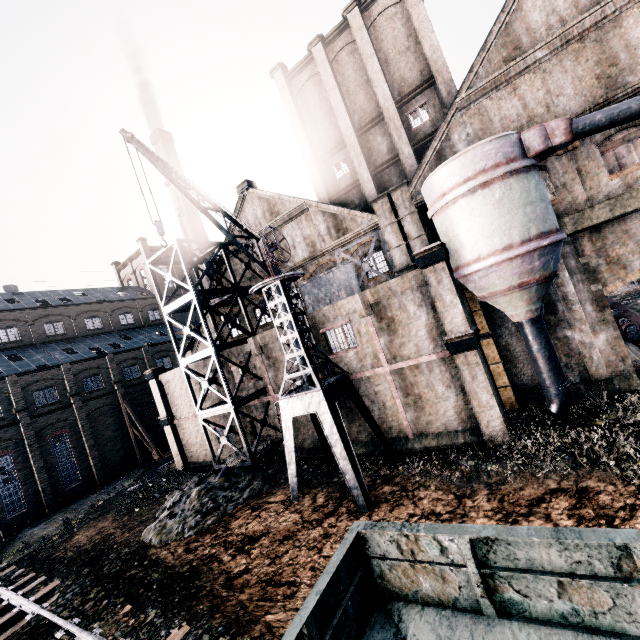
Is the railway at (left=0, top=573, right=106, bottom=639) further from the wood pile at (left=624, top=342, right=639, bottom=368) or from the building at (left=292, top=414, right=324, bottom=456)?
the wood pile at (left=624, top=342, right=639, bottom=368)

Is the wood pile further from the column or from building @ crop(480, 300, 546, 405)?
the column

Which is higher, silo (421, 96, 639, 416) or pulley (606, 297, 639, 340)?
silo (421, 96, 639, 416)

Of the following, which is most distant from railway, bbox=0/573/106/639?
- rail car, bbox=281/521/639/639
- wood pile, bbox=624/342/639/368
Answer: wood pile, bbox=624/342/639/368

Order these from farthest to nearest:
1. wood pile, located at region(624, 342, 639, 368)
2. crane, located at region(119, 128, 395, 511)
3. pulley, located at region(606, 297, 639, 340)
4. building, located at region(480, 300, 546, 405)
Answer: pulley, located at region(606, 297, 639, 340), building, located at region(480, 300, 546, 405), wood pile, located at region(624, 342, 639, 368), crane, located at region(119, 128, 395, 511)

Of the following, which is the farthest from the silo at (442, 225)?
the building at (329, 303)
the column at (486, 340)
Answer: the column at (486, 340)

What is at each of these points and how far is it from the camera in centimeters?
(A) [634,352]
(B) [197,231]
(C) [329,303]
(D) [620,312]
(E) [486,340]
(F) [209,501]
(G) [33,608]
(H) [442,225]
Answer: (A) wood pile, 1888cm
(B) chimney, 4200cm
(C) building, 2423cm
(D) pulley, 2362cm
(E) column, 1886cm
(F) stone debris, 1823cm
(G) railway, 1471cm
(H) silo, 1591cm

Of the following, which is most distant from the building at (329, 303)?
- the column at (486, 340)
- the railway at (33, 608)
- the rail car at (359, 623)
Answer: the railway at (33, 608)
